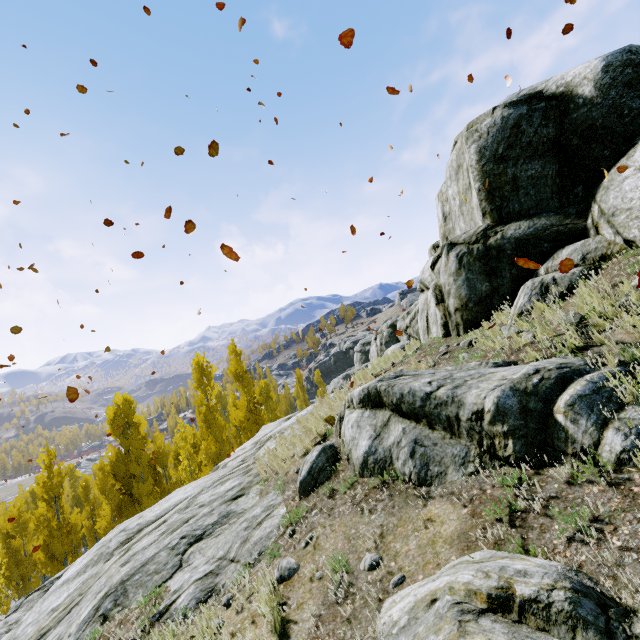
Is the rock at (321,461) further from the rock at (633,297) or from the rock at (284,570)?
the rock at (284,570)

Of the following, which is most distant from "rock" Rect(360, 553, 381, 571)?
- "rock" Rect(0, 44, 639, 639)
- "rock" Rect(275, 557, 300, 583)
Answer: "rock" Rect(275, 557, 300, 583)

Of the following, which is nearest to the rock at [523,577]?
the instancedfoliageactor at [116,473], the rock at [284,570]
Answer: the instancedfoliageactor at [116,473]

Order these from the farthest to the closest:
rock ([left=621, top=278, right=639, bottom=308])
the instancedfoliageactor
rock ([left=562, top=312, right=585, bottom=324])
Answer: the instancedfoliageactor, rock ([left=562, top=312, right=585, bottom=324]), rock ([left=621, top=278, right=639, bottom=308])

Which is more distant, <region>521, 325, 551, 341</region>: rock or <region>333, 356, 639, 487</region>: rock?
<region>521, 325, 551, 341</region>: rock

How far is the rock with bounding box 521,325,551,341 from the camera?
5.9m

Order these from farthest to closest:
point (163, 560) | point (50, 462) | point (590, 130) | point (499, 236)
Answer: point (50, 462) < point (499, 236) < point (590, 130) < point (163, 560)

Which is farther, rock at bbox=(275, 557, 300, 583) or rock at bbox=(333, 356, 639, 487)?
rock at bbox=(275, 557, 300, 583)
